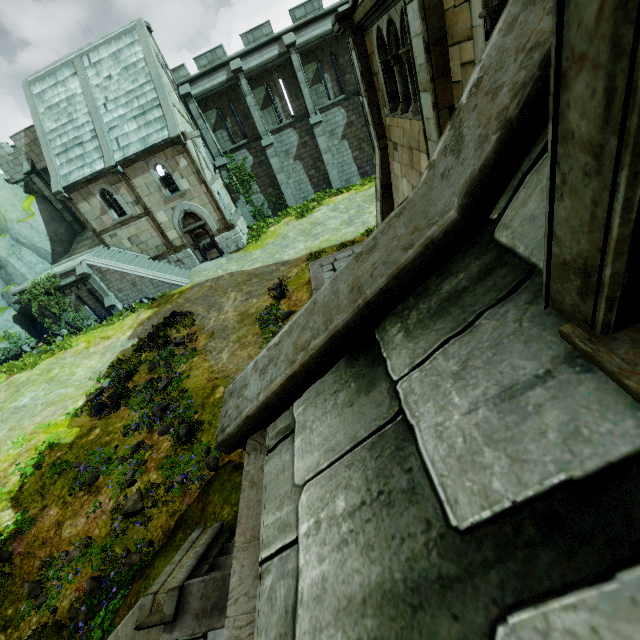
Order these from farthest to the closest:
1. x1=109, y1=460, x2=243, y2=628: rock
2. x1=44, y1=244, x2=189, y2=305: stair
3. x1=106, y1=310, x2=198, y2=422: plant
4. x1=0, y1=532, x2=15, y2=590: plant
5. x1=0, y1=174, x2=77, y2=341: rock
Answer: x1=0, y1=174, x2=77, y2=341: rock
x1=44, y1=244, x2=189, y2=305: stair
x1=106, y1=310, x2=198, y2=422: plant
x1=0, y1=532, x2=15, y2=590: plant
x1=109, y1=460, x2=243, y2=628: rock

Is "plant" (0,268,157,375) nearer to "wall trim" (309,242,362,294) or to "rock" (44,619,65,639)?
"wall trim" (309,242,362,294)

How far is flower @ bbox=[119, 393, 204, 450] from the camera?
9.64m

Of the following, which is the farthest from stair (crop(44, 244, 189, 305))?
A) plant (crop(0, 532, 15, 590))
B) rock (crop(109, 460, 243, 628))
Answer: rock (crop(109, 460, 243, 628))

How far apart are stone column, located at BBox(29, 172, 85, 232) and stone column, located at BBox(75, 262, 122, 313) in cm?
785

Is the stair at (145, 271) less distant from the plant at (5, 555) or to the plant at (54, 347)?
the plant at (54, 347)

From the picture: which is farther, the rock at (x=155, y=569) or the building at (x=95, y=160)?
the building at (x=95, y=160)

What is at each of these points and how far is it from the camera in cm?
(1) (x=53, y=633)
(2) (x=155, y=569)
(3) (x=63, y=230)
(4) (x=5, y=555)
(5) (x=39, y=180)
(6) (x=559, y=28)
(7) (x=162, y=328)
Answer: (1) rock, 677
(2) rock, 675
(3) rock, 2416
(4) plant, 830
(5) stone column, 2320
(6) building, 71
(7) plant, 1650
